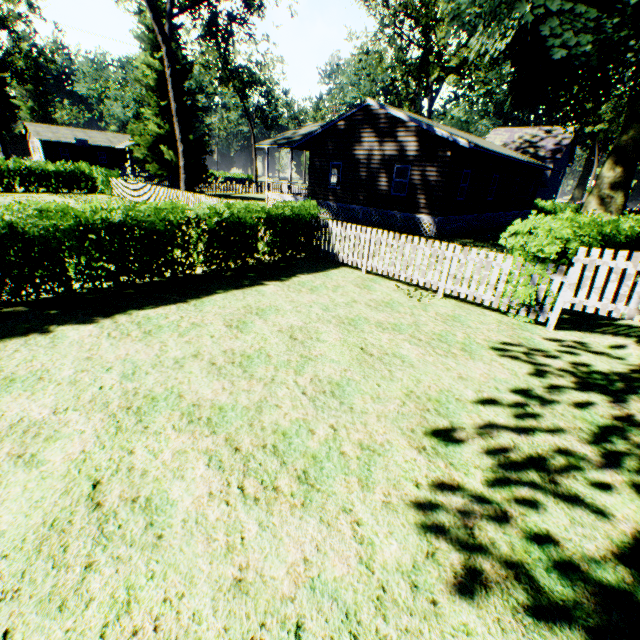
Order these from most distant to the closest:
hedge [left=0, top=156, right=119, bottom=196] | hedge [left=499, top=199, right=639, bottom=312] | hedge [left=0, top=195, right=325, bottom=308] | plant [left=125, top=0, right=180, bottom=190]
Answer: plant [left=125, top=0, right=180, bottom=190]
hedge [left=0, top=156, right=119, bottom=196]
hedge [left=499, top=199, right=639, bottom=312]
hedge [left=0, top=195, right=325, bottom=308]

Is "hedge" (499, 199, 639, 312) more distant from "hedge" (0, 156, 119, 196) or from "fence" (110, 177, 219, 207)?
"hedge" (0, 156, 119, 196)

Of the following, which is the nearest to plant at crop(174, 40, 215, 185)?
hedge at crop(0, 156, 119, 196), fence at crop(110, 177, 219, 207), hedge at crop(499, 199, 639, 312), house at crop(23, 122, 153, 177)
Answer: fence at crop(110, 177, 219, 207)

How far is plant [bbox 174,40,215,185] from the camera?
26.9 meters

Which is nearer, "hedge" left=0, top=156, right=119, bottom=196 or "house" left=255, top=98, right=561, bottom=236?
"house" left=255, top=98, right=561, bottom=236

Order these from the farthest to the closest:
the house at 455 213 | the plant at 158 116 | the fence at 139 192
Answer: the plant at 158 116
the house at 455 213
the fence at 139 192

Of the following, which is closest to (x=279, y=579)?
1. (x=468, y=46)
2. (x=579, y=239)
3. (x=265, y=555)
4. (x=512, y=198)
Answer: (x=265, y=555)

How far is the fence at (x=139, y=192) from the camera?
→ 16.3m
